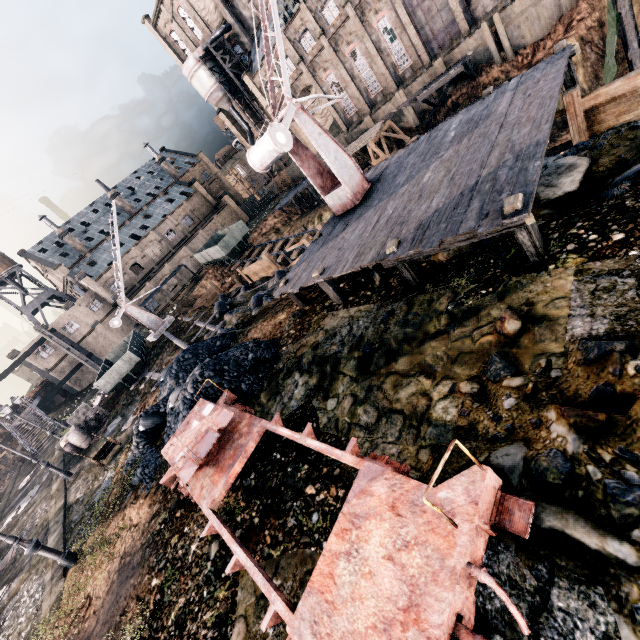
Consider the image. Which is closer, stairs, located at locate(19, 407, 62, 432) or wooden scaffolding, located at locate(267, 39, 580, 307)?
wooden scaffolding, located at locate(267, 39, 580, 307)

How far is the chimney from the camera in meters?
52.4 m

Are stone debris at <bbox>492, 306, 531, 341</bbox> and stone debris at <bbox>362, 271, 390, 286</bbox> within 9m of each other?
yes

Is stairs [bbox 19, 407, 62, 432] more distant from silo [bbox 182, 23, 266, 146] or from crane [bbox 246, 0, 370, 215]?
silo [bbox 182, 23, 266, 146]

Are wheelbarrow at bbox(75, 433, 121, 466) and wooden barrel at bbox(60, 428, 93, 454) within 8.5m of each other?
yes

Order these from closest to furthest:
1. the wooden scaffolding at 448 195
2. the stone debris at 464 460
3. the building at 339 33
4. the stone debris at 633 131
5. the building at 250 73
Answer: the stone debris at 464 460 < the wooden scaffolding at 448 195 < the stone debris at 633 131 < the building at 339 33 < the building at 250 73

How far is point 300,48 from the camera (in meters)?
41.78

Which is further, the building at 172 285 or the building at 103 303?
the building at 172 285
